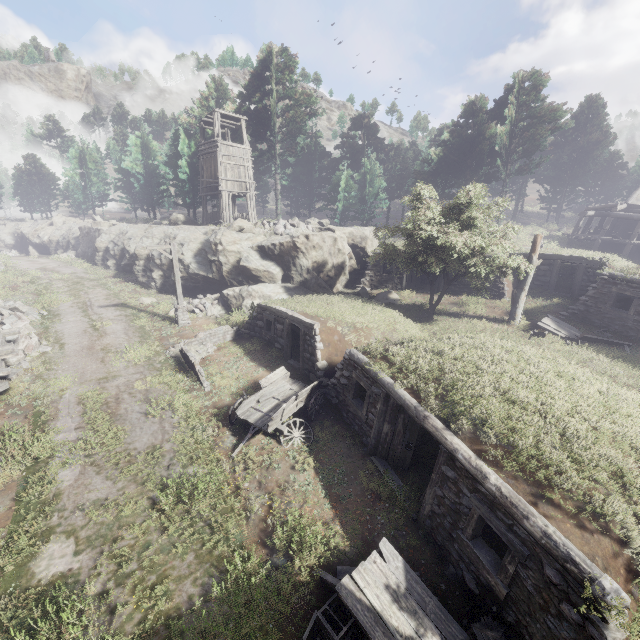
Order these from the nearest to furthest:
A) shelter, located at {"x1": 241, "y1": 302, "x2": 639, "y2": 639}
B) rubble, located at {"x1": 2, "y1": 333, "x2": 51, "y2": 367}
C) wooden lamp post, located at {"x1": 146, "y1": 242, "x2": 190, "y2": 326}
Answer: shelter, located at {"x1": 241, "y1": 302, "x2": 639, "y2": 639}, rubble, located at {"x1": 2, "y1": 333, "x2": 51, "y2": 367}, wooden lamp post, located at {"x1": 146, "y1": 242, "x2": 190, "y2": 326}

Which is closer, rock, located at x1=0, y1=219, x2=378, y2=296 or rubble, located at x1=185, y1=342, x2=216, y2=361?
rubble, located at x1=185, y1=342, x2=216, y2=361

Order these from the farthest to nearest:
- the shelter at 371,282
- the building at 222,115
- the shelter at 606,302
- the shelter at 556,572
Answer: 1. the building at 222,115
2. the shelter at 371,282
3. the shelter at 606,302
4. the shelter at 556,572

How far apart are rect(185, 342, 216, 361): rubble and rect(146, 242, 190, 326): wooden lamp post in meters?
3.2

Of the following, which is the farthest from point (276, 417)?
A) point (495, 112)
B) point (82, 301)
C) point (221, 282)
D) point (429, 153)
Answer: point (429, 153)

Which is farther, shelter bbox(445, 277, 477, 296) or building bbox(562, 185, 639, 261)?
building bbox(562, 185, 639, 261)

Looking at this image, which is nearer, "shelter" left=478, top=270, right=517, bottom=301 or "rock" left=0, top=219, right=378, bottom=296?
"shelter" left=478, top=270, right=517, bottom=301

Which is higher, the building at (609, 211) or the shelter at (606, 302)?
the building at (609, 211)
